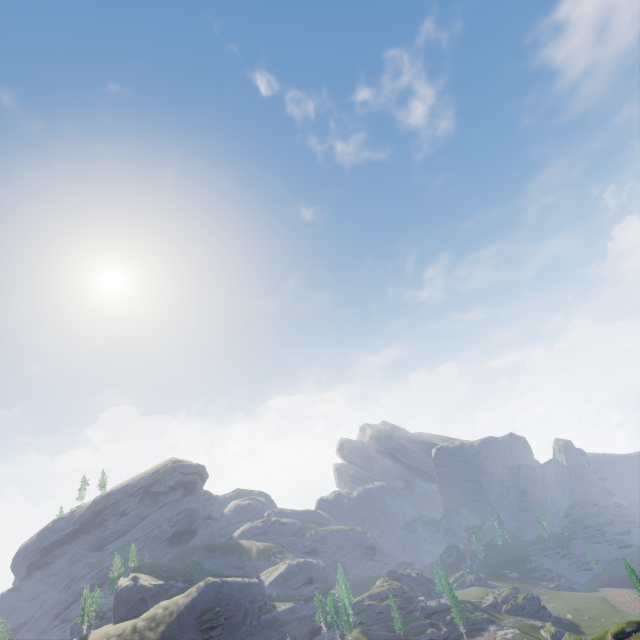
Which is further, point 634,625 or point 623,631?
point 634,625
